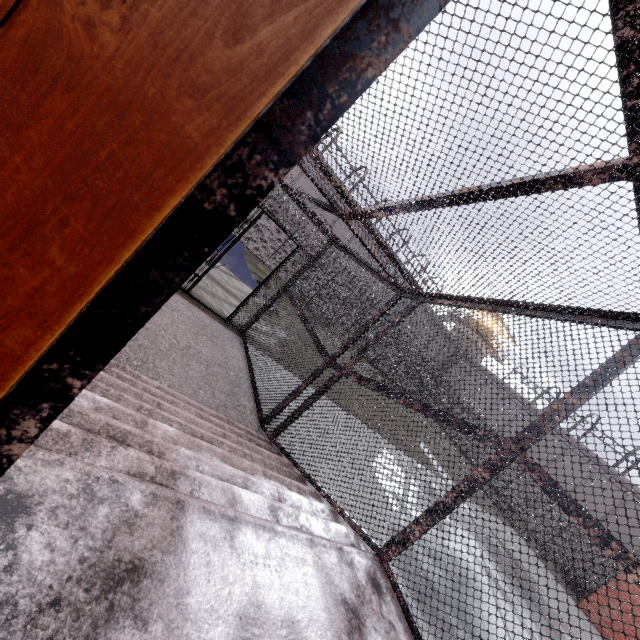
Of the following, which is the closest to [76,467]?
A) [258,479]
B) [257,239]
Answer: [258,479]

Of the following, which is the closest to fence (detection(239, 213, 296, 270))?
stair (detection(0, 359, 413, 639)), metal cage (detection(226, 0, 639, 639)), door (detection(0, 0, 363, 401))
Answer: metal cage (detection(226, 0, 639, 639))

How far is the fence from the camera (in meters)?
18.27

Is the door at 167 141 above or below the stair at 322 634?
above

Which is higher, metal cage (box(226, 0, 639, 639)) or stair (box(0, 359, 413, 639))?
metal cage (box(226, 0, 639, 639))

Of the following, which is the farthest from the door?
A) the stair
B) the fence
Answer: the fence

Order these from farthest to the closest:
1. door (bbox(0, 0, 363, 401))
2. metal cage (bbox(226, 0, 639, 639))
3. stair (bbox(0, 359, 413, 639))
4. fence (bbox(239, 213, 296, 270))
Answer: fence (bbox(239, 213, 296, 270)) → metal cage (bbox(226, 0, 639, 639)) → stair (bbox(0, 359, 413, 639)) → door (bbox(0, 0, 363, 401))

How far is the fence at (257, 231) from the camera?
18.3m
